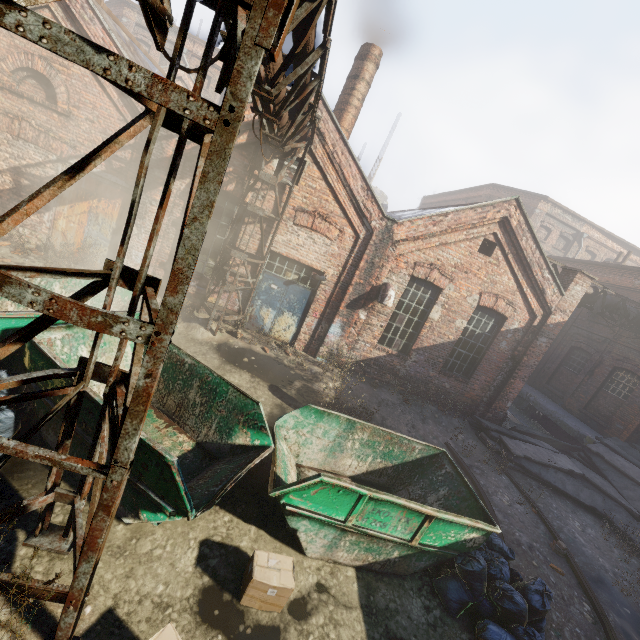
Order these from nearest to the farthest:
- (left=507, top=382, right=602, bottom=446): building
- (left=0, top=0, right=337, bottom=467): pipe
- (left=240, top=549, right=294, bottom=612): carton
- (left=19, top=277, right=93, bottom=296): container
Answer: (left=0, top=0, right=337, bottom=467): pipe < (left=240, top=549, right=294, bottom=612): carton < (left=19, top=277, right=93, bottom=296): container < (left=507, top=382, right=602, bottom=446): building

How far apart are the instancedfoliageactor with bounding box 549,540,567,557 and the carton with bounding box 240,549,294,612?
6.9m

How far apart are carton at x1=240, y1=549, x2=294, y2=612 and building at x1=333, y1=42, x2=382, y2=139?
11.51m

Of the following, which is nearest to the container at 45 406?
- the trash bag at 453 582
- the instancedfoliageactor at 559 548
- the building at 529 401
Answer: the trash bag at 453 582

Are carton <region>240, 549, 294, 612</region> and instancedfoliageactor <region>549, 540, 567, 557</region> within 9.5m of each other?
yes

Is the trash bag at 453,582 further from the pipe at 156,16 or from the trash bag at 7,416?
the trash bag at 7,416

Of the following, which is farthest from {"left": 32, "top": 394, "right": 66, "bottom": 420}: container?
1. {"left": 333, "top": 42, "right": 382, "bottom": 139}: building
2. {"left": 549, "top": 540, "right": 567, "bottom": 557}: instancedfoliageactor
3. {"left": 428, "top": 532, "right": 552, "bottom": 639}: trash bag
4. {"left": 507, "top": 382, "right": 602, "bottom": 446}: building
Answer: {"left": 507, "top": 382, "right": 602, "bottom": 446}: building

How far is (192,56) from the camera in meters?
26.2 m
